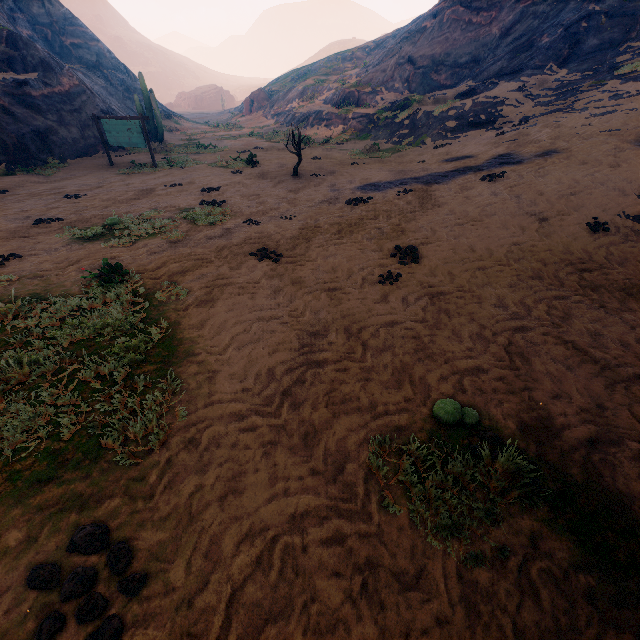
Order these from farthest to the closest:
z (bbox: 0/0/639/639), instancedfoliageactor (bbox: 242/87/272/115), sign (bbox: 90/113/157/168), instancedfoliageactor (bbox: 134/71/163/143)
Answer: instancedfoliageactor (bbox: 242/87/272/115) → instancedfoliageactor (bbox: 134/71/163/143) → sign (bbox: 90/113/157/168) → z (bbox: 0/0/639/639)

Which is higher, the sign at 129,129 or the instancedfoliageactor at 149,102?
the instancedfoliageactor at 149,102

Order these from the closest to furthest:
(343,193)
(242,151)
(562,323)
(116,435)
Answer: (116,435), (562,323), (343,193), (242,151)

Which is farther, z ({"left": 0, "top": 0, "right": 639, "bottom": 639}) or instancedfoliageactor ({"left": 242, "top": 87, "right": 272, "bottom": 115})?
instancedfoliageactor ({"left": 242, "top": 87, "right": 272, "bottom": 115})

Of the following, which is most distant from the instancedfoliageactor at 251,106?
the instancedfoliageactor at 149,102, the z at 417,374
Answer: the instancedfoliageactor at 149,102

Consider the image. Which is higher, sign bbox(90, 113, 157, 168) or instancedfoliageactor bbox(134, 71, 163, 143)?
instancedfoliageactor bbox(134, 71, 163, 143)

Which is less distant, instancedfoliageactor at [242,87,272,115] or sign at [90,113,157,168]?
sign at [90,113,157,168]

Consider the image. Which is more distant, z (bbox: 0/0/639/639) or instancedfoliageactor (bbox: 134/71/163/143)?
instancedfoliageactor (bbox: 134/71/163/143)
